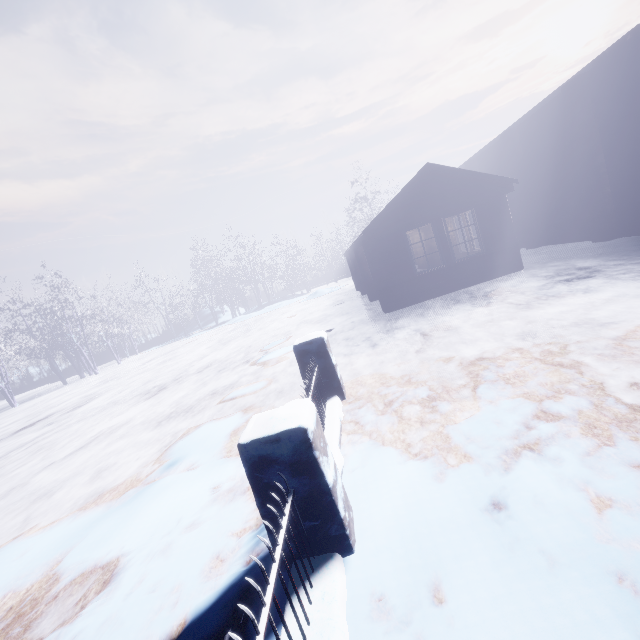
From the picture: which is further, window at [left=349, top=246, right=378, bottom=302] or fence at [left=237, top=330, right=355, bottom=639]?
window at [left=349, top=246, right=378, bottom=302]

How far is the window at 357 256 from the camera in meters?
12.2

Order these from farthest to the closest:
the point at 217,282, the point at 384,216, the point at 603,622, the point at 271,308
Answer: the point at 217,282, the point at 271,308, the point at 384,216, the point at 603,622

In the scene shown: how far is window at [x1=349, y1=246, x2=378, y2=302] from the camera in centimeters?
1221cm

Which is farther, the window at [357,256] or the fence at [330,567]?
the window at [357,256]
